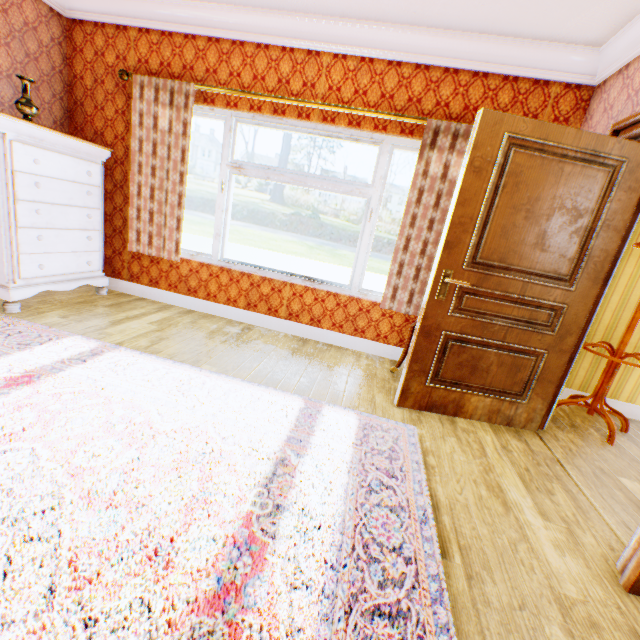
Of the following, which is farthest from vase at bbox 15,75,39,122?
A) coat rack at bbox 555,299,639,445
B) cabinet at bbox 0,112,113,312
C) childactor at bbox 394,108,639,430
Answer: coat rack at bbox 555,299,639,445

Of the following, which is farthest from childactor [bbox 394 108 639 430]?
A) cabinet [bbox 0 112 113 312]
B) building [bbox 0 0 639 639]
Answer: cabinet [bbox 0 112 113 312]

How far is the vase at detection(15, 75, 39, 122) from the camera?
2.95m

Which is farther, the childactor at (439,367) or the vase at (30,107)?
the vase at (30,107)

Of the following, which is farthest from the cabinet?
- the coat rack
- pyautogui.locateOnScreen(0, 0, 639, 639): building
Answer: the coat rack

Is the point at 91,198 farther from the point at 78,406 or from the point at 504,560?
the point at 504,560

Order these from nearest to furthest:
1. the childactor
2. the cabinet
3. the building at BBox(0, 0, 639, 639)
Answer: the building at BBox(0, 0, 639, 639) < the childactor < the cabinet

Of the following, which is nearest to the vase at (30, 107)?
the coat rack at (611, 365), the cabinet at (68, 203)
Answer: the cabinet at (68, 203)
